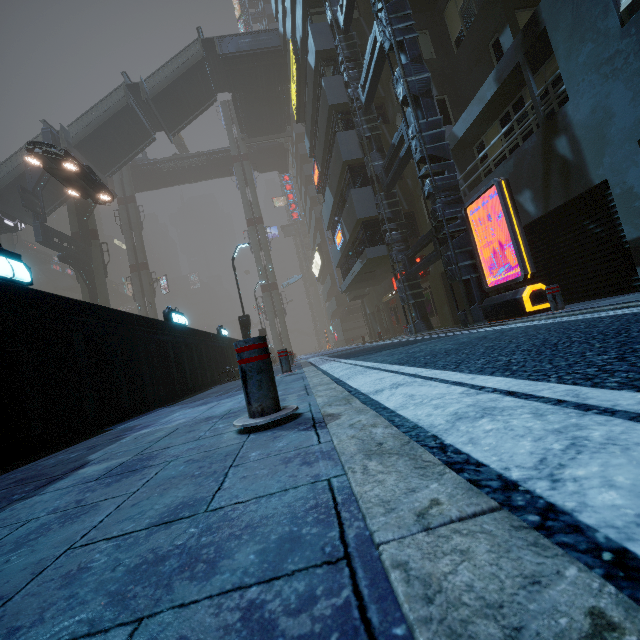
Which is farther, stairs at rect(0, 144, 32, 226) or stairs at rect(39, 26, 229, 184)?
stairs at rect(39, 26, 229, 184)

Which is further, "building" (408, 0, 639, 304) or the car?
the car

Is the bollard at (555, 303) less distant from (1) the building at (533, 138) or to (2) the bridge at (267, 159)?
(1) the building at (533, 138)

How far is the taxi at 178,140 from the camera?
48.47m

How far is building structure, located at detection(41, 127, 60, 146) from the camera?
23.7m

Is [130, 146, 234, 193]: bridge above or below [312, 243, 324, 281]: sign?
above

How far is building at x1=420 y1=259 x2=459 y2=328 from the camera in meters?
14.7

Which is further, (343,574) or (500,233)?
(500,233)
